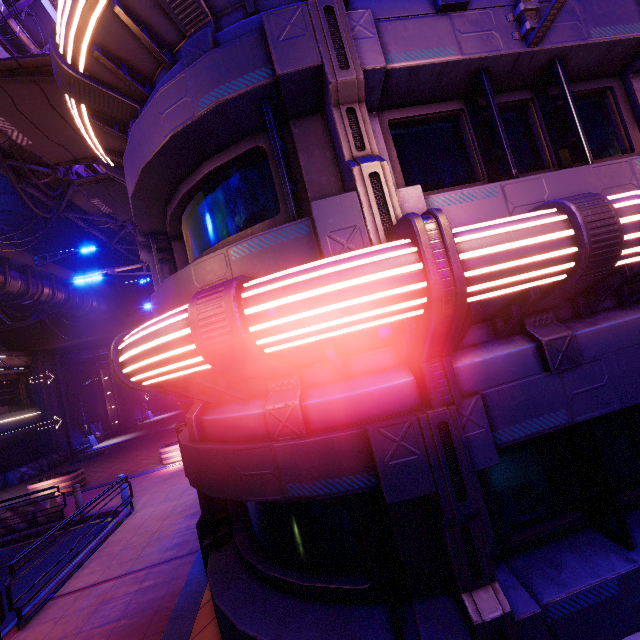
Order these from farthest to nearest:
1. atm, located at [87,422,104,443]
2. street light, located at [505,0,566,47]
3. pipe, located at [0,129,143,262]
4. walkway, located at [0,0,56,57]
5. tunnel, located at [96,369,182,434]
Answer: tunnel, located at [96,369,182,434], atm, located at [87,422,104,443], pipe, located at [0,129,143,262], walkway, located at [0,0,56,57], street light, located at [505,0,566,47]

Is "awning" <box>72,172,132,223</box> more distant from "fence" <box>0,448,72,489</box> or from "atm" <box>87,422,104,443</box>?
"atm" <box>87,422,104,443</box>

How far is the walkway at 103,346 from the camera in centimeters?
2952cm

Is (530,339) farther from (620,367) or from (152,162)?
(152,162)

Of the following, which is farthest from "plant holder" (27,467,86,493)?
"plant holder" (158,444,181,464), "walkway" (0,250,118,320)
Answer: "walkway" (0,250,118,320)

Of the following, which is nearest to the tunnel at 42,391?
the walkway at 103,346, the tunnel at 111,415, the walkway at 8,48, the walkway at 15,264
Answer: the walkway at 103,346

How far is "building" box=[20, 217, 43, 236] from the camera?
26.3 meters

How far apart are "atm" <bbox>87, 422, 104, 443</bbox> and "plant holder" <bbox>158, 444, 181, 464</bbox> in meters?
19.0
